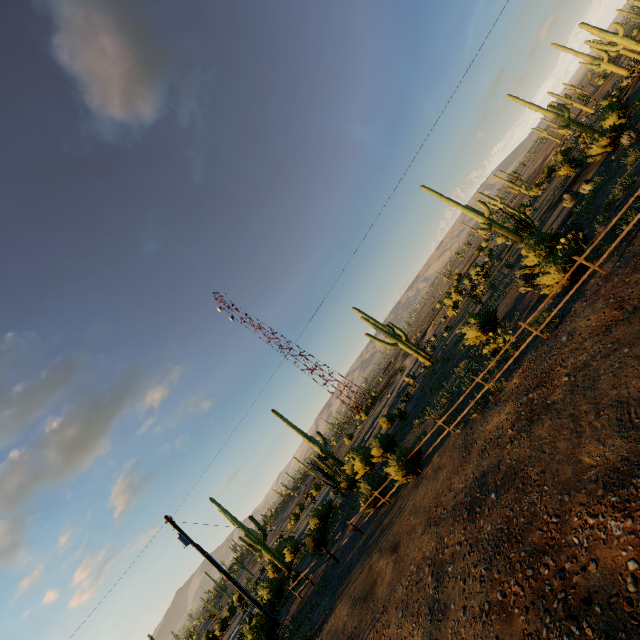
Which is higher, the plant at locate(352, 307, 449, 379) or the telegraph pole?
the telegraph pole

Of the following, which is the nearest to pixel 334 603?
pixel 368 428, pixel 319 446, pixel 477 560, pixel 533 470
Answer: pixel 477 560

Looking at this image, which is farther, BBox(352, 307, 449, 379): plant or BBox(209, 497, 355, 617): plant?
BBox(352, 307, 449, 379): plant

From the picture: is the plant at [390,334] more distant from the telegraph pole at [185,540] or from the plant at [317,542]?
the telegraph pole at [185,540]

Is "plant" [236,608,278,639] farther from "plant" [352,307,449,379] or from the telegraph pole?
"plant" [352,307,449,379]

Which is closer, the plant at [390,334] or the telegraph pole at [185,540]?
the telegraph pole at [185,540]

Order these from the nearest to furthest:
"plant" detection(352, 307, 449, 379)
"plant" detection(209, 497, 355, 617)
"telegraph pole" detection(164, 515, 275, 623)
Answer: "telegraph pole" detection(164, 515, 275, 623) → "plant" detection(209, 497, 355, 617) → "plant" detection(352, 307, 449, 379)
